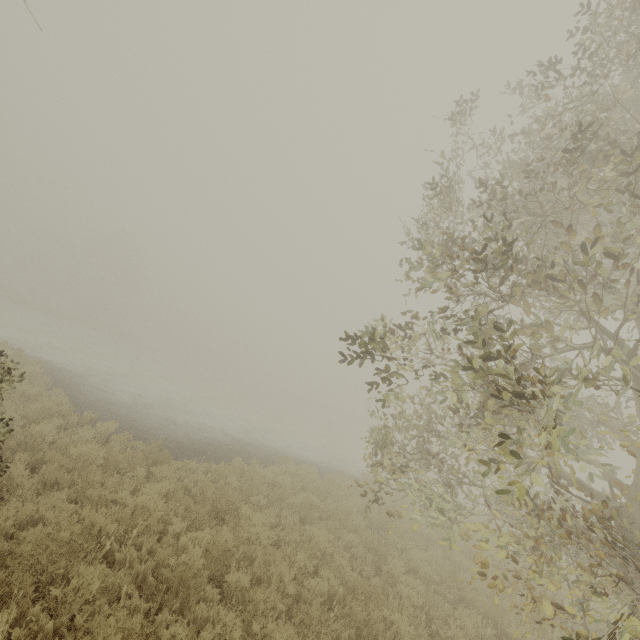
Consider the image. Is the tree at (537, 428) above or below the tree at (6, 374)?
above

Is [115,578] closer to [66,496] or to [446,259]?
[66,496]

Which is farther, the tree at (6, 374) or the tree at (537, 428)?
the tree at (6, 374)

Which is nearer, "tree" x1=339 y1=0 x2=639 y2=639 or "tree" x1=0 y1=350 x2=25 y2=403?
"tree" x1=339 y1=0 x2=639 y2=639

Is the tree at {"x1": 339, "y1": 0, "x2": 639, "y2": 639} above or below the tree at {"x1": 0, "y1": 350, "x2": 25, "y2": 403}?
above
